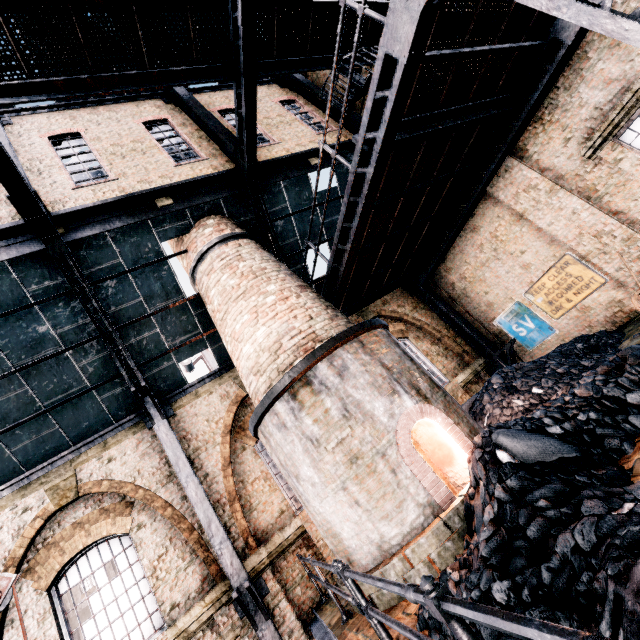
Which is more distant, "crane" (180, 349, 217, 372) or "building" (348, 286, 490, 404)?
"crane" (180, 349, 217, 372)

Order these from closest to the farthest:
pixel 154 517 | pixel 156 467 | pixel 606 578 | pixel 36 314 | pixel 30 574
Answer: pixel 606 578
pixel 30 574
pixel 36 314
pixel 154 517
pixel 156 467

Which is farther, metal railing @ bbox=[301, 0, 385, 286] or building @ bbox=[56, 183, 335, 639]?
building @ bbox=[56, 183, 335, 639]

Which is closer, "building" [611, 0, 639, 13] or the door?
"building" [611, 0, 639, 13]

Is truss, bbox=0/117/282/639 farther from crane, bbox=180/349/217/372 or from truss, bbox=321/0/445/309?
crane, bbox=180/349/217/372

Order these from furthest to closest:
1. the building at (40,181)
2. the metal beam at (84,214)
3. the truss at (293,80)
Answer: the truss at (293,80), the building at (40,181), the metal beam at (84,214)

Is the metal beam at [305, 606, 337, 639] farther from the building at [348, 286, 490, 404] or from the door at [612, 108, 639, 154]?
the door at [612, 108, 639, 154]

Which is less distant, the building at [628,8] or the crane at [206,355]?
the building at [628,8]
